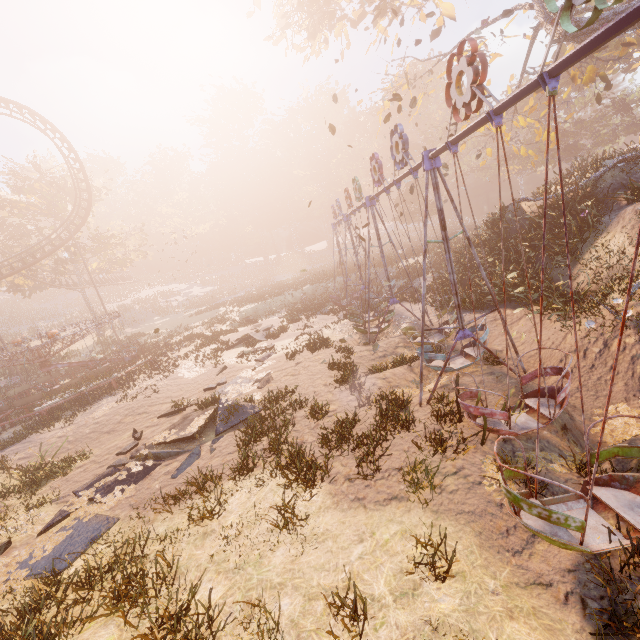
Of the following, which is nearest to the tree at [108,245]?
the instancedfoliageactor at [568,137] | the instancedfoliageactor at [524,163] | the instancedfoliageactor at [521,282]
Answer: the instancedfoliageactor at [521,282]

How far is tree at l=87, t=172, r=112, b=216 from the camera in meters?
37.4

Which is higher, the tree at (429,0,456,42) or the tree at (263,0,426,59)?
the tree at (263,0,426,59)

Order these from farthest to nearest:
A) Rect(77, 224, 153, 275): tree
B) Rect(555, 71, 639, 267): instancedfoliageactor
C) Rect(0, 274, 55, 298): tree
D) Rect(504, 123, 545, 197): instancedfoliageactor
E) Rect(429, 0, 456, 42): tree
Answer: Rect(504, 123, 545, 197): instancedfoliageactor
Rect(77, 224, 153, 275): tree
Rect(0, 274, 55, 298): tree
Rect(429, 0, 456, 42): tree
Rect(555, 71, 639, 267): instancedfoliageactor

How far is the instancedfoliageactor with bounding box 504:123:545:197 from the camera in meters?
41.6 m

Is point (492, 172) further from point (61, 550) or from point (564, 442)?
point (61, 550)

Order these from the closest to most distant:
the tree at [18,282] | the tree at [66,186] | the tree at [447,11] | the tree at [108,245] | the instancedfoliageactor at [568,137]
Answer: the instancedfoliageactor at [568,137] < the tree at [447,11] < the tree at [66,186] < the tree at [18,282] < the tree at [108,245]

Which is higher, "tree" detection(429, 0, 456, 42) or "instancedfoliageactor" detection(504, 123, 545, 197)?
"tree" detection(429, 0, 456, 42)
